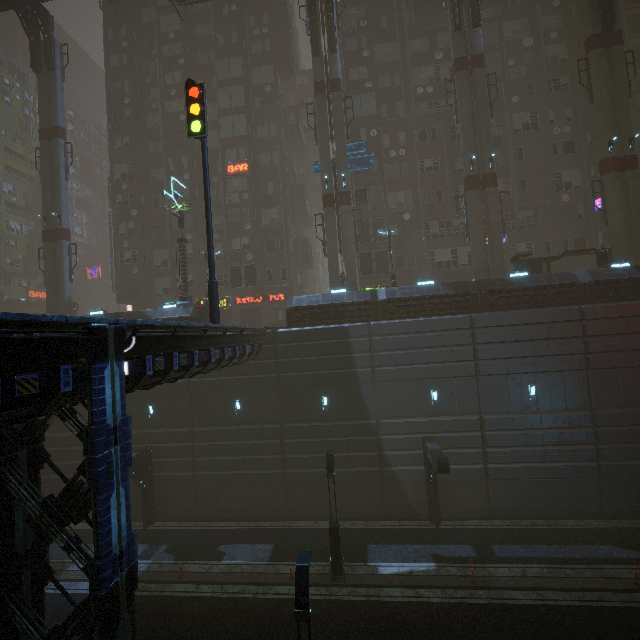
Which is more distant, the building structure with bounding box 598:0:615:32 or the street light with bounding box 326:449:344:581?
the building structure with bounding box 598:0:615:32

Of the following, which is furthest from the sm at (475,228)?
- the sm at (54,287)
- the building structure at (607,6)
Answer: the sm at (54,287)

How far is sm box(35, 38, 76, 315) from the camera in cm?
2738

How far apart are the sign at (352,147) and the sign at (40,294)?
57.0 meters

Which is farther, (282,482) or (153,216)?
(153,216)

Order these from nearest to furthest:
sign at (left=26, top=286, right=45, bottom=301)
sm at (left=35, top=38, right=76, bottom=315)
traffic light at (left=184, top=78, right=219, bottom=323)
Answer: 1. traffic light at (left=184, top=78, right=219, bottom=323)
2. sm at (left=35, top=38, right=76, bottom=315)
3. sign at (left=26, top=286, right=45, bottom=301)

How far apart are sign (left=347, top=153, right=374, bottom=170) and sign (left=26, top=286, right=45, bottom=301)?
56.8m

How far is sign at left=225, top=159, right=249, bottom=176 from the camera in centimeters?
3131cm
